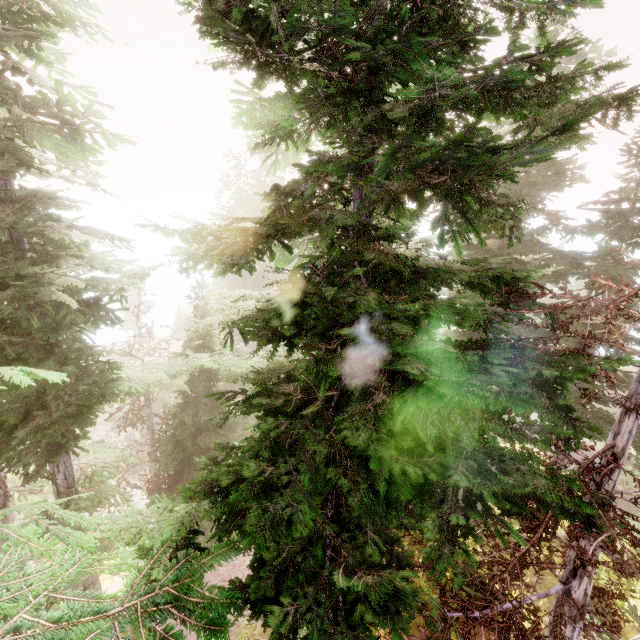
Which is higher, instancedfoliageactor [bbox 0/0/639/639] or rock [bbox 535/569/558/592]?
instancedfoliageactor [bbox 0/0/639/639]

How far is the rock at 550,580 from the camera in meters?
11.8

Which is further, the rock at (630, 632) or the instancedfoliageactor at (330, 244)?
the rock at (630, 632)

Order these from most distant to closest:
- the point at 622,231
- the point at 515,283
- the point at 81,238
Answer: the point at 622,231, the point at 81,238, the point at 515,283

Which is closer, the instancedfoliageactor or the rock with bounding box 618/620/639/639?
the instancedfoliageactor

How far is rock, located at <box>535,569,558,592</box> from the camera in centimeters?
1175cm
